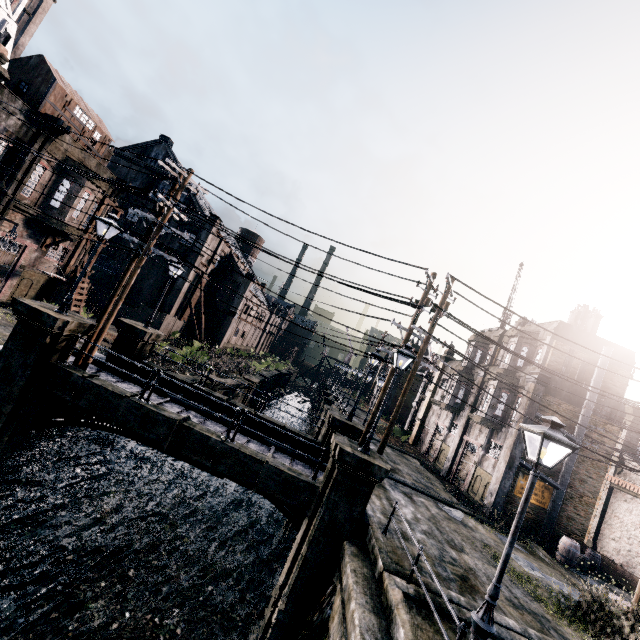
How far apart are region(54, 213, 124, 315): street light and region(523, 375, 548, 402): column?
24.89m

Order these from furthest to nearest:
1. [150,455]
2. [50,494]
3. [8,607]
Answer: [150,455]
[50,494]
[8,607]

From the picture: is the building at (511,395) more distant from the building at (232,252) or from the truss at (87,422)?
the building at (232,252)

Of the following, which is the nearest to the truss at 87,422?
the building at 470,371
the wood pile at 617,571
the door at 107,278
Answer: the building at 470,371

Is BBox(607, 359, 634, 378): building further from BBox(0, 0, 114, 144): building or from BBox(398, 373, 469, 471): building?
BBox(0, 0, 114, 144): building

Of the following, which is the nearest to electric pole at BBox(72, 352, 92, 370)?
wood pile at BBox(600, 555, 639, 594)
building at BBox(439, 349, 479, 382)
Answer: wood pile at BBox(600, 555, 639, 594)

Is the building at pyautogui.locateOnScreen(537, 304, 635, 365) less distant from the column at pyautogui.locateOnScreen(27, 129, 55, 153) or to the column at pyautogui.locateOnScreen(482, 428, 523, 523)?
the column at pyautogui.locateOnScreen(482, 428, 523, 523)

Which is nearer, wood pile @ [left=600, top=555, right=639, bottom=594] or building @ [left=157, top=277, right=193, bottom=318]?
wood pile @ [left=600, top=555, right=639, bottom=594]
